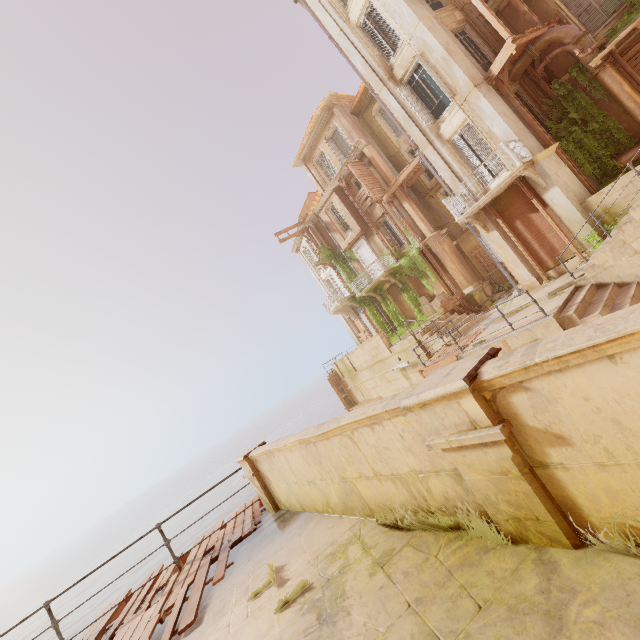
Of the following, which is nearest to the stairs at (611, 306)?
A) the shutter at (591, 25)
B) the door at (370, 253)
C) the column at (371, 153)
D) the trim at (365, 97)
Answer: the shutter at (591, 25)

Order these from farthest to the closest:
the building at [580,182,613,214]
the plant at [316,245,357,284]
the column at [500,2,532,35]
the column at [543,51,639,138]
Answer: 1. the plant at [316,245,357,284]
2. the column at [500,2,532,35]
3. the column at [543,51,639,138]
4. the building at [580,182,613,214]

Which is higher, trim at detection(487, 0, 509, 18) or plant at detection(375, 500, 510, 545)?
trim at detection(487, 0, 509, 18)

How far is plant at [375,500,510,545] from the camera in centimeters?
239cm

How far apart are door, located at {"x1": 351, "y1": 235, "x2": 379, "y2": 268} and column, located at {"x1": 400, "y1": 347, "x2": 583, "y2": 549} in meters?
22.6

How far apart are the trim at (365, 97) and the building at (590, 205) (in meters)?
15.76

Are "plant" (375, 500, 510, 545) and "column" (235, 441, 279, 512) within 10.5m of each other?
A: yes

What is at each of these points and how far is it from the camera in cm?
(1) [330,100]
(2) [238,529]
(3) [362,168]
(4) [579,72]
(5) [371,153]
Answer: (1) trim, 2258
(2) wood, 601
(3) wood, 2234
(4) plant, 1230
(5) column, 2202
